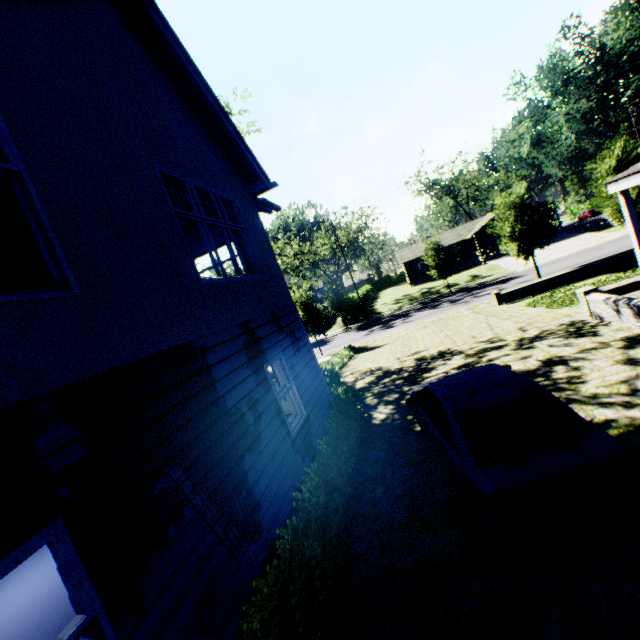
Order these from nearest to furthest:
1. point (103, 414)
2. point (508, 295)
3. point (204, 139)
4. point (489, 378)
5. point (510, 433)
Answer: point (103, 414), point (510, 433), point (489, 378), point (204, 139), point (508, 295)

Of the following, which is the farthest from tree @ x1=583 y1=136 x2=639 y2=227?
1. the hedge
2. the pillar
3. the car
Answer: the car

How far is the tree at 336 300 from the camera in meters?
36.4 m

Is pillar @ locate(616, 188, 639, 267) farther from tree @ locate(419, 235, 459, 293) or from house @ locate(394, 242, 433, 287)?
house @ locate(394, 242, 433, 287)

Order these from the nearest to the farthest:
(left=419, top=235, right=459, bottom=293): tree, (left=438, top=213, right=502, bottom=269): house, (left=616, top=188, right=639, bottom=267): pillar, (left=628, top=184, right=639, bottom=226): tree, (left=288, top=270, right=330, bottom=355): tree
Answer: (left=616, top=188, right=639, bottom=267): pillar
(left=628, top=184, right=639, bottom=226): tree
(left=288, top=270, right=330, bottom=355): tree
(left=419, top=235, right=459, bottom=293): tree
(left=438, top=213, right=502, bottom=269): house

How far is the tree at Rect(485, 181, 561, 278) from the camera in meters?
21.3

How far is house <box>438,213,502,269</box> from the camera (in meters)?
44.19

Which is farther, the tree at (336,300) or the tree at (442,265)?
the tree at (336,300)
